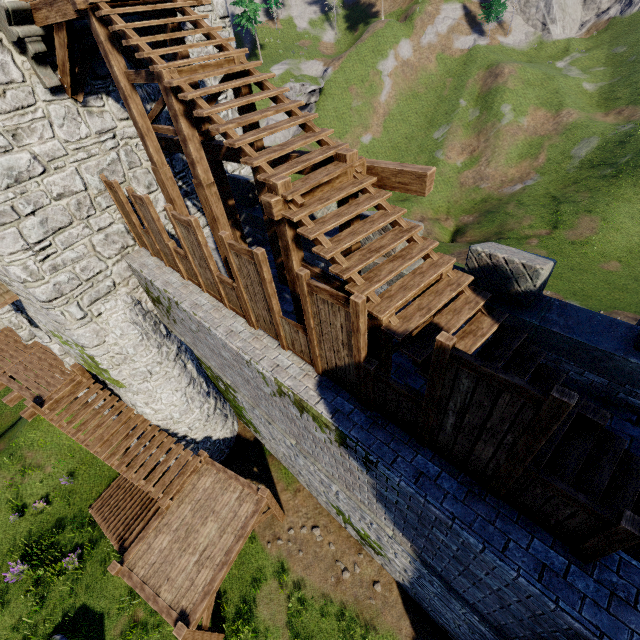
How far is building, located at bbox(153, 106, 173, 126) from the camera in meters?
9.6

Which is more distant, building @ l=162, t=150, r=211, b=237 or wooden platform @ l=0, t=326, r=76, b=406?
wooden platform @ l=0, t=326, r=76, b=406

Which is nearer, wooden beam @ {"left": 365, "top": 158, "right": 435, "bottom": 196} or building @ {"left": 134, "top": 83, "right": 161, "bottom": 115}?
wooden beam @ {"left": 365, "top": 158, "right": 435, "bottom": 196}

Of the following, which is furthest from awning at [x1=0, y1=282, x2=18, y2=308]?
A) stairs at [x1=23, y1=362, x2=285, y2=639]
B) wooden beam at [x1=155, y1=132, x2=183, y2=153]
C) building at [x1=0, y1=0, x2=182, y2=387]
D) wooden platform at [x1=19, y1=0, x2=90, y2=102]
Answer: wooden beam at [x1=155, y1=132, x2=183, y2=153]

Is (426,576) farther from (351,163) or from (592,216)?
(592,216)

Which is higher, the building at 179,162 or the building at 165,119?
the building at 165,119

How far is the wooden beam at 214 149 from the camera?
7.64m

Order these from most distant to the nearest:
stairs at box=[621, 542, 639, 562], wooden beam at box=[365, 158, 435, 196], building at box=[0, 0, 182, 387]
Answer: building at box=[0, 0, 182, 387]
wooden beam at box=[365, 158, 435, 196]
stairs at box=[621, 542, 639, 562]
